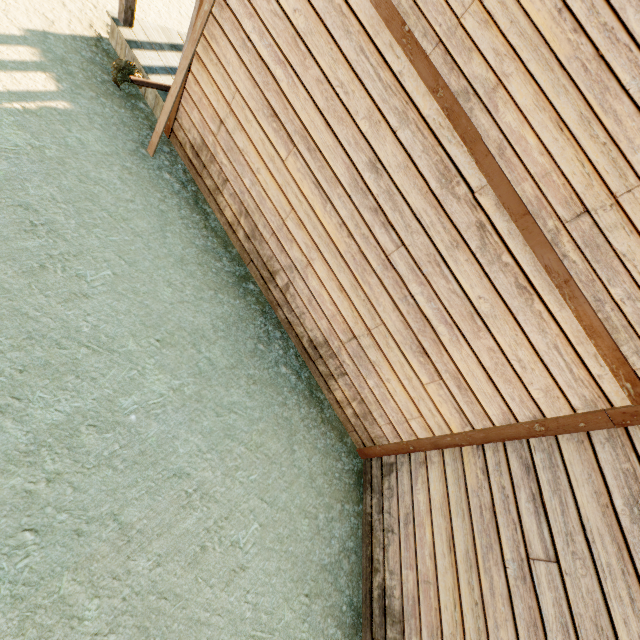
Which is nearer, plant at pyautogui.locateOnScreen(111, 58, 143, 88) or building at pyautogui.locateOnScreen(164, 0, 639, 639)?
building at pyautogui.locateOnScreen(164, 0, 639, 639)

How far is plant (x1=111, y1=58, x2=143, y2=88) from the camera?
5.0 meters

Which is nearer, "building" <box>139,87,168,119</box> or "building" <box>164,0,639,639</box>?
"building" <box>164,0,639,639</box>

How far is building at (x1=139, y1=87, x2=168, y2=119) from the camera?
5.3m

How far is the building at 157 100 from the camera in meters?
5.3 m

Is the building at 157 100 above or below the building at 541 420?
below

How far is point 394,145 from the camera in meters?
3.2
